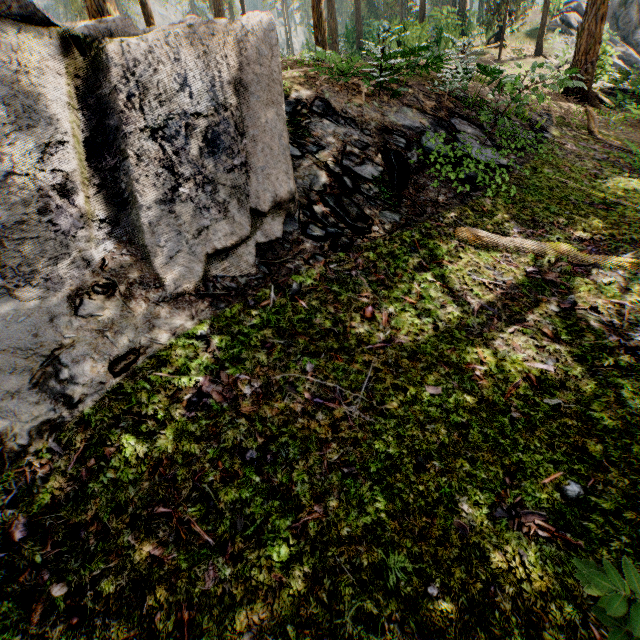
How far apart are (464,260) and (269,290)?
3.6m

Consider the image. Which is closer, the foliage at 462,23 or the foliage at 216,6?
the foliage at 462,23

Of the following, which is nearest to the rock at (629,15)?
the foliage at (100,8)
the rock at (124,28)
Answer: the foliage at (100,8)

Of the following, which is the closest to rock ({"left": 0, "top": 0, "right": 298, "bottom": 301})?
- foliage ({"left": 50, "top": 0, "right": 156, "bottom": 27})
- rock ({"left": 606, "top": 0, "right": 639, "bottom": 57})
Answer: foliage ({"left": 50, "top": 0, "right": 156, "bottom": 27})

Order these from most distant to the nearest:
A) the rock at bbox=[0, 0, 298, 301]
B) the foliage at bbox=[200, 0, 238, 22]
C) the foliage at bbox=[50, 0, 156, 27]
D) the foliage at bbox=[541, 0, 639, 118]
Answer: the foliage at bbox=[200, 0, 238, 22], the foliage at bbox=[541, 0, 639, 118], the foliage at bbox=[50, 0, 156, 27], the rock at bbox=[0, 0, 298, 301]

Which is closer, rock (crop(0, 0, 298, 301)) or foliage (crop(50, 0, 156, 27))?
rock (crop(0, 0, 298, 301))
